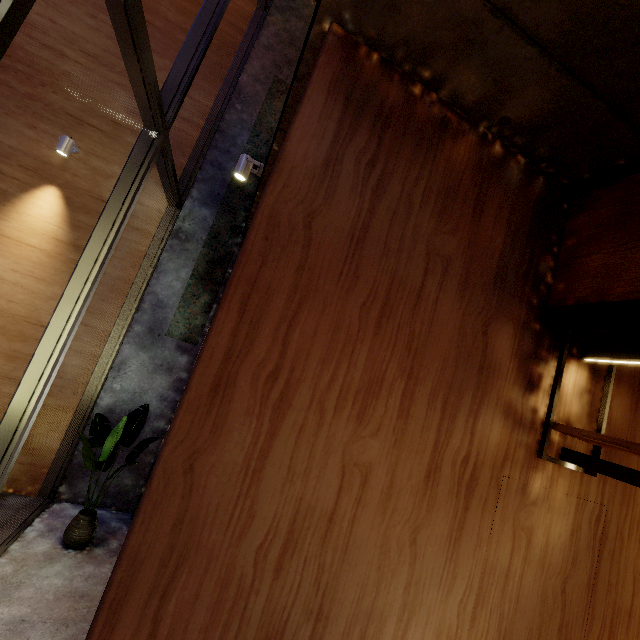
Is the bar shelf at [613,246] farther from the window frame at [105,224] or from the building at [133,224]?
the building at [133,224]

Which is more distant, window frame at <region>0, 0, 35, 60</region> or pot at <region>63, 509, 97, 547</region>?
pot at <region>63, 509, 97, 547</region>

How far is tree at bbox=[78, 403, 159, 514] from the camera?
3.8 meters

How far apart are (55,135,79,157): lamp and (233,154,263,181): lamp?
2.9 meters

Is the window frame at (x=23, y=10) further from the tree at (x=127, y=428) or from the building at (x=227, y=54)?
the tree at (x=127, y=428)

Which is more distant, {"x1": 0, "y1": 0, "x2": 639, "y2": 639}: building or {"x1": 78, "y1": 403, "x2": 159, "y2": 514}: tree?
{"x1": 78, "y1": 403, "x2": 159, "y2": 514}: tree

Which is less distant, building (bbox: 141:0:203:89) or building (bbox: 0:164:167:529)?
building (bbox: 0:164:167:529)

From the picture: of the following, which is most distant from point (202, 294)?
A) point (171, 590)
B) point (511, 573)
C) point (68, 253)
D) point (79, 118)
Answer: point (511, 573)
